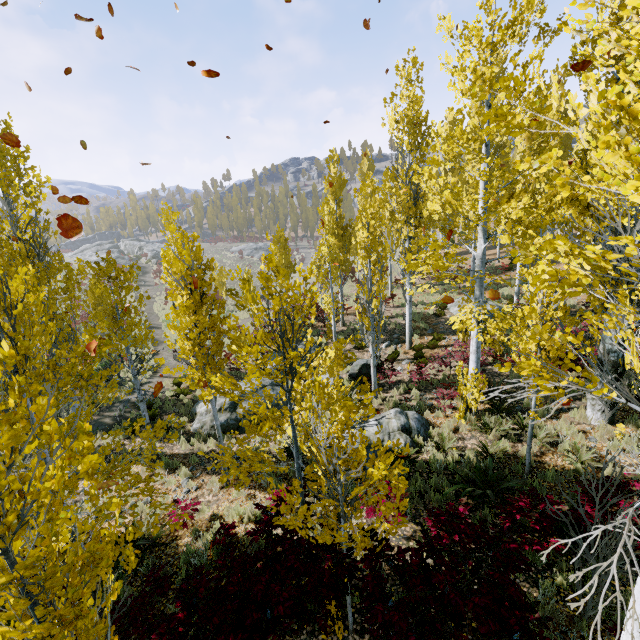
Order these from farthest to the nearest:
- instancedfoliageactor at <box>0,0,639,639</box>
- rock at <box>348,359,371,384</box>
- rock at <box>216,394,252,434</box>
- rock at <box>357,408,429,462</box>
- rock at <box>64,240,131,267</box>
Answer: rock at <box>64,240,131,267</box> < rock at <box>348,359,371,384</box> < rock at <box>216,394,252,434</box> < rock at <box>357,408,429,462</box> < instancedfoliageactor at <box>0,0,639,639</box>

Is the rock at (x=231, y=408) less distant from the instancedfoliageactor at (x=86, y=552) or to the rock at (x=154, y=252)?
the instancedfoliageactor at (x=86, y=552)

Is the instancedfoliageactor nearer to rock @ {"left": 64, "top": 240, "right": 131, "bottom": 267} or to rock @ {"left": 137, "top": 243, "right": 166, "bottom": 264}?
rock @ {"left": 137, "top": 243, "right": 166, "bottom": 264}

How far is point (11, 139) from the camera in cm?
545

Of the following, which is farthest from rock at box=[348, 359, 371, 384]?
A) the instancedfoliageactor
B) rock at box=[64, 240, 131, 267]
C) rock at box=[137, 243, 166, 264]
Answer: rock at box=[64, 240, 131, 267]

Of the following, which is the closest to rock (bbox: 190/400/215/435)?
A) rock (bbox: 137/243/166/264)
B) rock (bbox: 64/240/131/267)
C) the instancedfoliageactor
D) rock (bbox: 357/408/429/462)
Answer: the instancedfoliageactor

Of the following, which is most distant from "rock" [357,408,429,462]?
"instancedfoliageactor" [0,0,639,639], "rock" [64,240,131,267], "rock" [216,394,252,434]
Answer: "rock" [64,240,131,267]

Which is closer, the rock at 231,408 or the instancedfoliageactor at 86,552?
the instancedfoliageactor at 86,552
